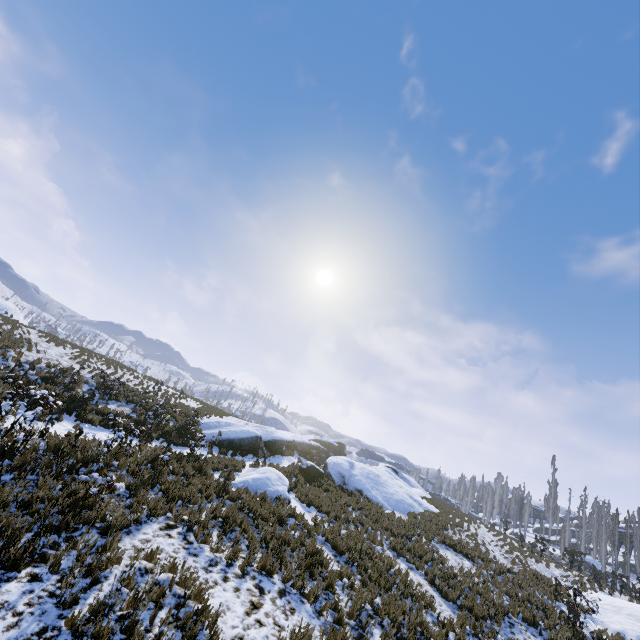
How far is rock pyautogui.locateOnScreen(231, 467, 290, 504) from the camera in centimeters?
1379cm

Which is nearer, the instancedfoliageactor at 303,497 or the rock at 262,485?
the rock at 262,485

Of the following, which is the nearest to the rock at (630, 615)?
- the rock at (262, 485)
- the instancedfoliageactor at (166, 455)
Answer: the instancedfoliageactor at (166, 455)

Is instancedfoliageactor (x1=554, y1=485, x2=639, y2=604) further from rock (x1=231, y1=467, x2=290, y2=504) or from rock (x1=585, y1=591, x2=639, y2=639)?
rock (x1=231, y1=467, x2=290, y2=504)

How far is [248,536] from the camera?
9.7 meters

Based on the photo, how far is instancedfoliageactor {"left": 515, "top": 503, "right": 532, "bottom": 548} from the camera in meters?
23.3 m

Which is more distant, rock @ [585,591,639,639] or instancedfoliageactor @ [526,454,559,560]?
instancedfoliageactor @ [526,454,559,560]

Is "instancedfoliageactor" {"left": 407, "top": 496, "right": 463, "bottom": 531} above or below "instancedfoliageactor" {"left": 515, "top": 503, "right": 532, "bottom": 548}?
below
